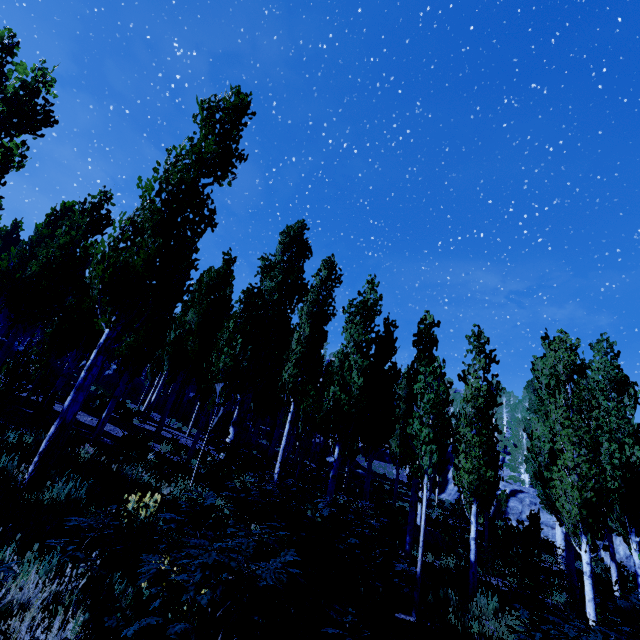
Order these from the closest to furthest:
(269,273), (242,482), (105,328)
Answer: (105,328)
(242,482)
(269,273)

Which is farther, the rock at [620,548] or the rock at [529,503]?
the rock at [529,503]

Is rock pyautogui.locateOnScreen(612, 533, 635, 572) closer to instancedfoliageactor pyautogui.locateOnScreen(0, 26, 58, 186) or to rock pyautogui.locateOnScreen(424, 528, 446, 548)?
instancedfoliageactor pyautogui.locateOnScreen(0, 26, 58, 186)

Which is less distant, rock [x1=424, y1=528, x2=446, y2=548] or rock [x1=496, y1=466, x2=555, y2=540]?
rock [x1=424, y1=528, x2=446, y2=548]

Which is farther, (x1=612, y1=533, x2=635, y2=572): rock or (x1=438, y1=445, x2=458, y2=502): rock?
(x1=438, y1=445, x2=458, y2=502): rock
